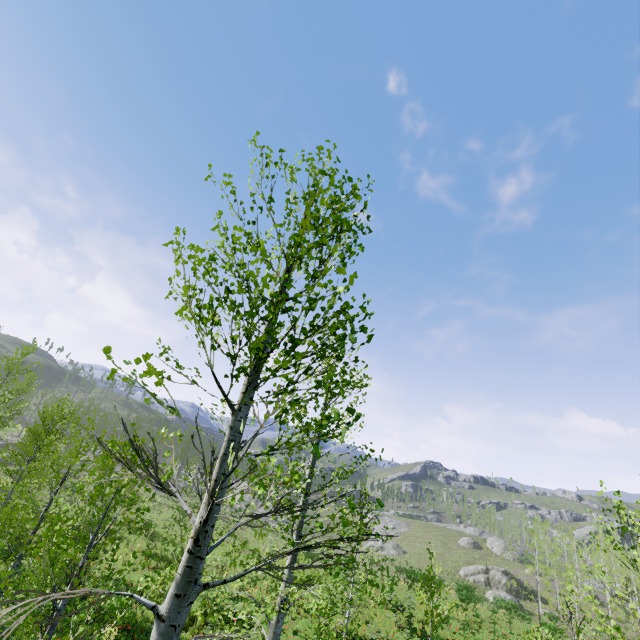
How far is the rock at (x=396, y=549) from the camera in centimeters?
5761cm

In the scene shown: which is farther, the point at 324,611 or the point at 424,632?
the point at 424,632

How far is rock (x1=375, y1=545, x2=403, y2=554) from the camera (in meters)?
57.61

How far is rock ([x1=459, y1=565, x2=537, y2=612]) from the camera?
42.1m

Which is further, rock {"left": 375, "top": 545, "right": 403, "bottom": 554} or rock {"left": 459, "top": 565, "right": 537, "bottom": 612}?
rock {"left": 375, "top": 545, "right": 403, "bottom": 554}

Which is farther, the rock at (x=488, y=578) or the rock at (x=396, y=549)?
the rock at (x=396, y=549)
